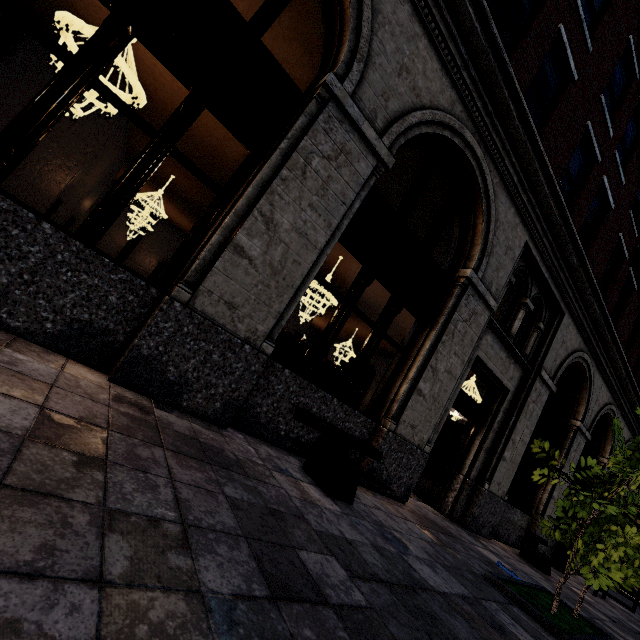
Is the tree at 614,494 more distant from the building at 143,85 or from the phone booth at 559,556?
the phone booth at 559,556

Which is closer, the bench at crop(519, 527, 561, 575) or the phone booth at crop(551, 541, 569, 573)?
the bench at crop(519, 527, 561, 575)

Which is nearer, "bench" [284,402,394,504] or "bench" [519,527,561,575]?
"bench" [284,402,394,504]

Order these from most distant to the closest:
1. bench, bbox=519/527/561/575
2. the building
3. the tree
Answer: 1. bench, bbox=519/527/561/575
2. the tree
3. the building

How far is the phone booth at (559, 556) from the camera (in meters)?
10.29

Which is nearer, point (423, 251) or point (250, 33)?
point (250, 33)

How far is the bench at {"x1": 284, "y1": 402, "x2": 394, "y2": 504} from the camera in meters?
3.8 m

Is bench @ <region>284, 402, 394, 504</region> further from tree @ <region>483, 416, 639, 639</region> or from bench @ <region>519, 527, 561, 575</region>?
bench @ <region>519, 527, 561, 575</region>
